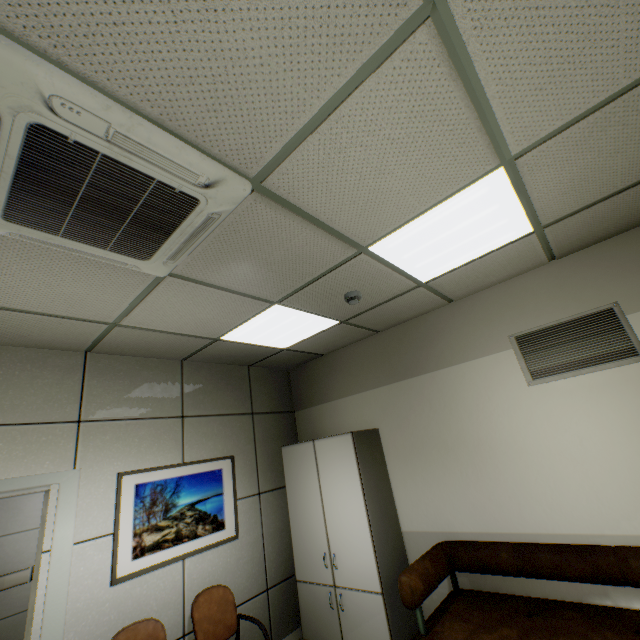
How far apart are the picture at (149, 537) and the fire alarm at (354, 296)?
2.5 meters

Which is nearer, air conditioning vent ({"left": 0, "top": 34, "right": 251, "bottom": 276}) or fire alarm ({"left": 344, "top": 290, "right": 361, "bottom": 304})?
air conditioning vent ({"left": 0, "top": 34, "right": 251, "bottom": 276})

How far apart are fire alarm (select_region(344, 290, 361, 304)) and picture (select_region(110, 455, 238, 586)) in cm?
249

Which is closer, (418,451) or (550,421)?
(550,421)

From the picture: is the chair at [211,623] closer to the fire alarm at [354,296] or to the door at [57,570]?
the door at [57,570]

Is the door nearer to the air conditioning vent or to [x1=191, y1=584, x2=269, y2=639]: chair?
[x1=191, y1=584, x2=269, y2=639]: chair

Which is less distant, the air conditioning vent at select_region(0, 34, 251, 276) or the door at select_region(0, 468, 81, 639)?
the air conditioning vent at select_region(0, 34, 251, 276)

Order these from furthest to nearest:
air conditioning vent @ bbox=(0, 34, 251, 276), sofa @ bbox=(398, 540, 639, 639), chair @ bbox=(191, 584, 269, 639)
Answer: chair @ bbox=(191, 584, 269, 639), sofa @ bbox=(398, 540, 639, 639), air conditioning vent @ bbox=(0, 34, 251, 276)
